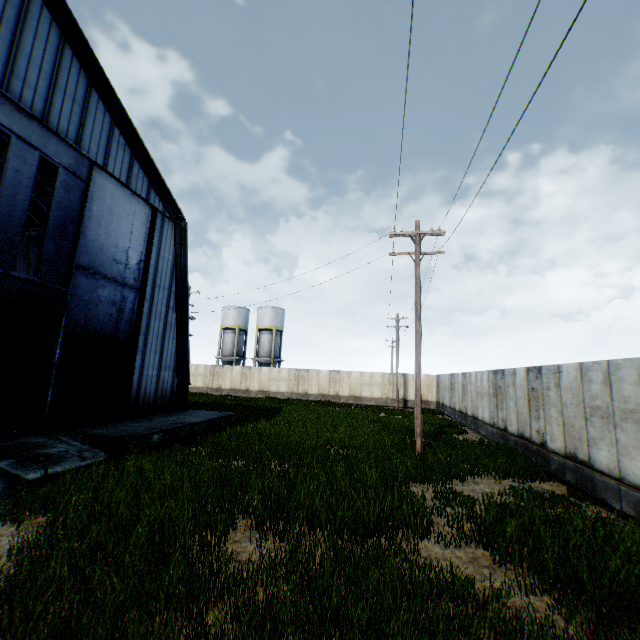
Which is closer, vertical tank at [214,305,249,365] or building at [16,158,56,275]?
building at [16,158,56,275]

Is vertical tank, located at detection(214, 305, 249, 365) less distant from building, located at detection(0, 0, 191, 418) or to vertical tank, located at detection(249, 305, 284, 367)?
vertical tank, located at detection(249, 305, 284, 367)

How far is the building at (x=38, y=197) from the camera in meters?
17.4 m

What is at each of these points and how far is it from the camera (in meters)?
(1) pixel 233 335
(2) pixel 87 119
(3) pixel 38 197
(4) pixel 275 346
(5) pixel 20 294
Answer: (1) vertical tank, 47.47
(2) building, 12.88
(3) building, 18.78
(4) vertical tank, 46.56
(5) hanging door, 10.45

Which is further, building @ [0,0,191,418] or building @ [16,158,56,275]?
building @ [16,158,56,275]

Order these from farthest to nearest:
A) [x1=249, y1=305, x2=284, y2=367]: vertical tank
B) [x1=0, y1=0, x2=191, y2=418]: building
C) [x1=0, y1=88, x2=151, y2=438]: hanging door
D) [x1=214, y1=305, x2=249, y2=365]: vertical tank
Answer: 1. [x1=214, y1=305, x2=249, y2=365]: vertical tank
2. [x1=249, y1=305, x2=284, y2=367]: vertical tank
3. [x1=0, y1=0, x2=191, y2=418]: building
4. [x1=0, y1=88, x2=151, y2=438]: hanging door

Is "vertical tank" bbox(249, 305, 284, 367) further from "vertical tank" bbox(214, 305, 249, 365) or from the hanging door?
the hanging door

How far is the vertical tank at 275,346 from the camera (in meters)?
45.84
